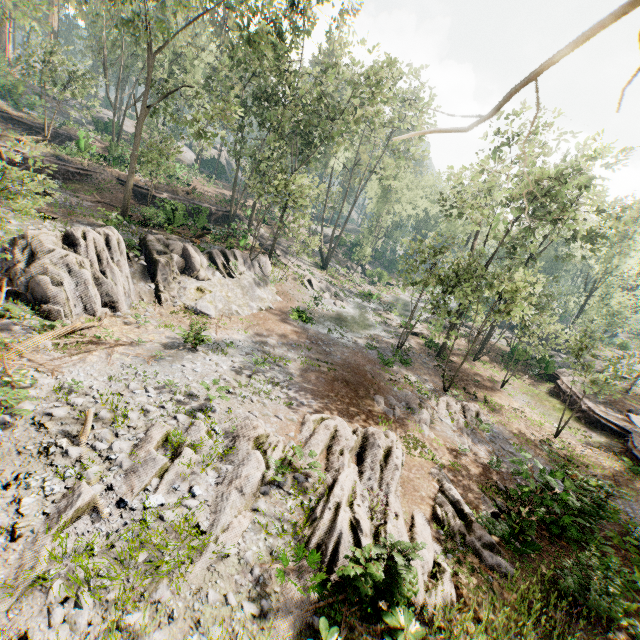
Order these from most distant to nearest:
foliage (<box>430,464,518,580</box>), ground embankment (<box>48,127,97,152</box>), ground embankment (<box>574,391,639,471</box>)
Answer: ground embankment (<box>48,127,97,152</box>) < ground embankment (<box>574,391,639,471</box>) < foliage (<box>430,464,518,580</box>)

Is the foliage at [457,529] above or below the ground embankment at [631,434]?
below

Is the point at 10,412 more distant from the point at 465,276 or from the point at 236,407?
the point at 465,276

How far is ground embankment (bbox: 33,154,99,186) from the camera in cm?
2756

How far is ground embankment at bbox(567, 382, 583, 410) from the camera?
24.86m

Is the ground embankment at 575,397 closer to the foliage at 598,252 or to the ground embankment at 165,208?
the foliage at 598,252

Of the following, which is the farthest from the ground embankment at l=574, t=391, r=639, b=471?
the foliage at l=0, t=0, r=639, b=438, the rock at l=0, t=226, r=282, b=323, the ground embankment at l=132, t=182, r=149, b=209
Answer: the ground embankment at l=132, t=182, r=149, b=209

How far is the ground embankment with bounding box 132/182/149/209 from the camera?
31.6m
